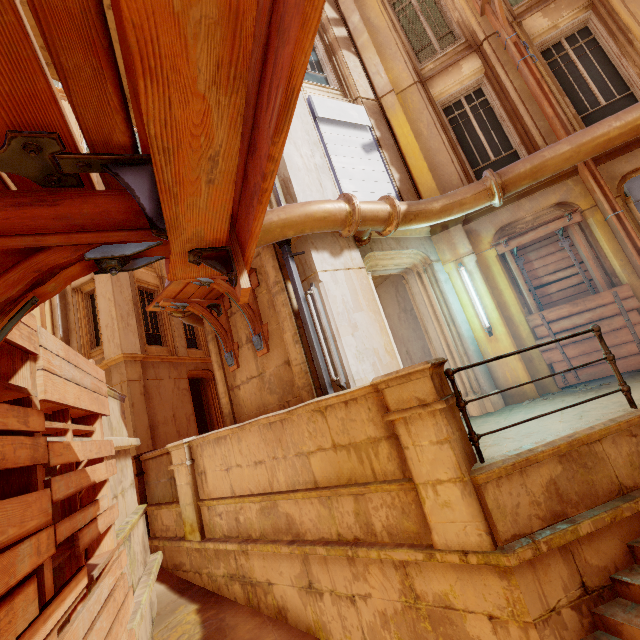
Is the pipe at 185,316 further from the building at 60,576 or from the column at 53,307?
the column at 53,307

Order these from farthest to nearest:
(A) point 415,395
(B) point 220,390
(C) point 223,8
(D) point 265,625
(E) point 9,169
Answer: (B) point 220,390, (D) point 265,625, (A) point 415,395, (E) point 9,169, (C) point 223,8

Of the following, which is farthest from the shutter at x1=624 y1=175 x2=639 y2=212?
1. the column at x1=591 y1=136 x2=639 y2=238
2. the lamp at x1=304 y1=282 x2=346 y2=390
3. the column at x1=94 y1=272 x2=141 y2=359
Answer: the column at x1=94 y1=272 x2=141 y2=359

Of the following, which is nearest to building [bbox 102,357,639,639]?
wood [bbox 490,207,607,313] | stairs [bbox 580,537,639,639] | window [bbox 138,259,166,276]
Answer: stairs [bbox 580,537,639,639]

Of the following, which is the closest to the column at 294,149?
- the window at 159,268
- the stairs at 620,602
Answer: the stairs at 620,602

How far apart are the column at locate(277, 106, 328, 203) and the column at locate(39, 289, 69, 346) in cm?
1102

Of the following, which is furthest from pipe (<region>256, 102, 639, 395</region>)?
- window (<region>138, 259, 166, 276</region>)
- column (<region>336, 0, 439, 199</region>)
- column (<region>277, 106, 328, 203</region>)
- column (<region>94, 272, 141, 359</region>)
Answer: column (<region>94, 272, 141, 359</region>)

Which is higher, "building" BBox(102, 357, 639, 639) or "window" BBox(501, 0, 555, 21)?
"window" BBox(501, 0, 555, 21)
